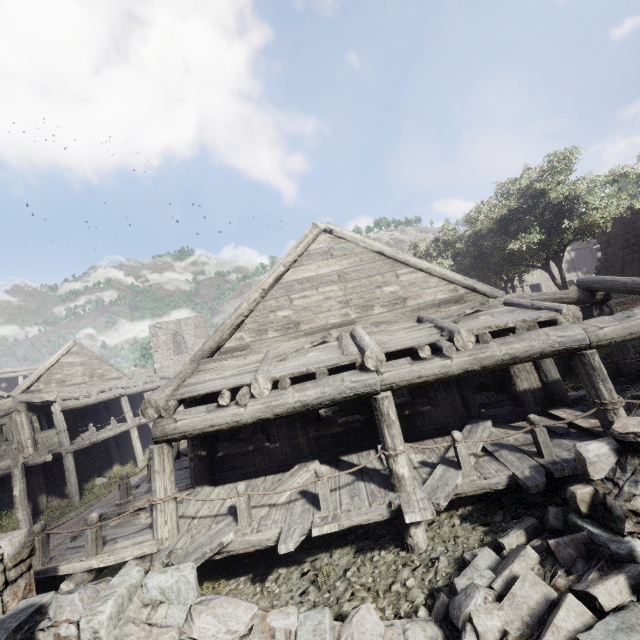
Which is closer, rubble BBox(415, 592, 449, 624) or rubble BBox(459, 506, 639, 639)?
rubble BBox(459, 506, 639, 639)

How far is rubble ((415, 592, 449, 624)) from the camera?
4.27m

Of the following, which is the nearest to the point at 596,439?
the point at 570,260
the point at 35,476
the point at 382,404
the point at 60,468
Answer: the point at 382,404

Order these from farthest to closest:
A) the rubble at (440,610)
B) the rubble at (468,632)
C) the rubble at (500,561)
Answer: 1. the rubble at (440,610)
2. the rubble at (468,632)
3. the rubble at (500,561)

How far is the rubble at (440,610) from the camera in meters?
4.3 m

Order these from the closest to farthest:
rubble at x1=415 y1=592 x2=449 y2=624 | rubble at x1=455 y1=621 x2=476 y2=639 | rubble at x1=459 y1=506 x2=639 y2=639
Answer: rubble at x1=459 y1=506 x2=639 y2=639 → rubble at x1=455 y1=621 x2=476 y2=639 → rubble at x1=415 y1=592 x2=449 y2=624

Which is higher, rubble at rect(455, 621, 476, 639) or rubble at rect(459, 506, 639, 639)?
rubble at rect(459, 506, 639, 639)
